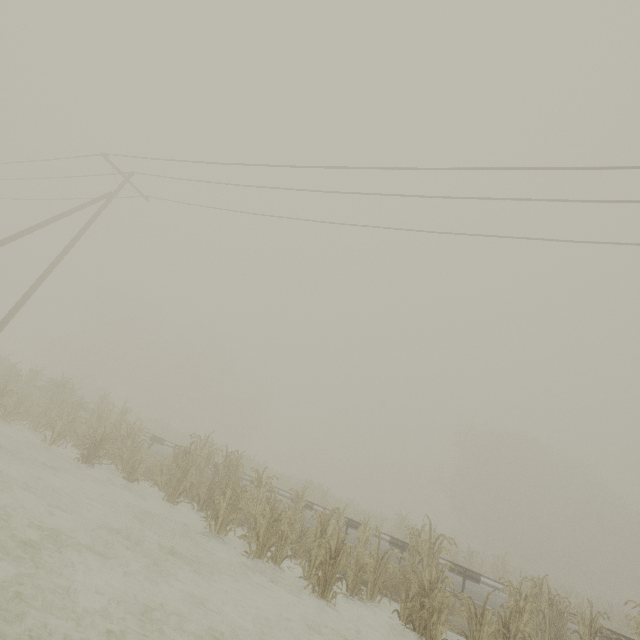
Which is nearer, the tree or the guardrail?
the tree

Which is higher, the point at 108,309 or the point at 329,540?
the point at 108,309

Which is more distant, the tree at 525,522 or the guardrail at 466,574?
the guardrail at 466,574

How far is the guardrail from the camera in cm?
1027

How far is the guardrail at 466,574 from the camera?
10.27m
